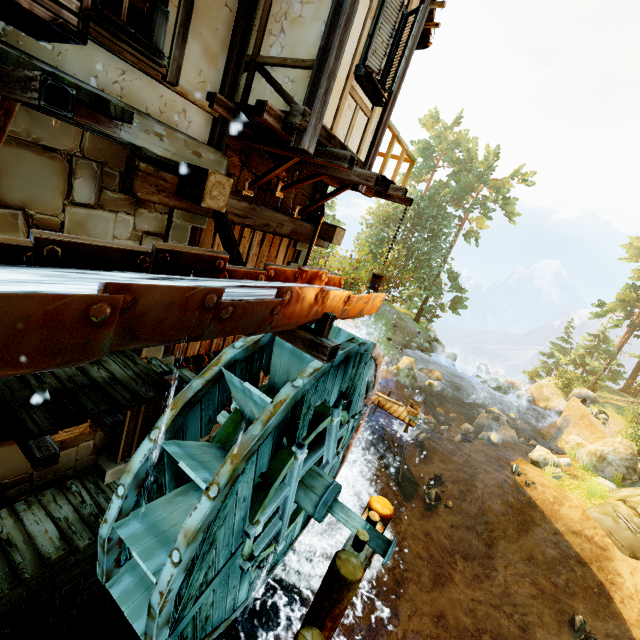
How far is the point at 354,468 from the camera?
14.94m

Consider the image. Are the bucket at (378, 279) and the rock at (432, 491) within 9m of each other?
no

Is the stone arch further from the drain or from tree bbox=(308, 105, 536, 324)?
tree bbox=(308, 105, 536, 324)

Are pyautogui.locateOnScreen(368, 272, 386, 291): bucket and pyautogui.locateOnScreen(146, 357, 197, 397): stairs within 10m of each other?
yes

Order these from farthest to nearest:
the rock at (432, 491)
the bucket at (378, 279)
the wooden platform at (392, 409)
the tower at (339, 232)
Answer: the wooden platform at (392, 409) → the rock at (432, 491) → the bucket at (378, 279) → the tower at (339, 232)

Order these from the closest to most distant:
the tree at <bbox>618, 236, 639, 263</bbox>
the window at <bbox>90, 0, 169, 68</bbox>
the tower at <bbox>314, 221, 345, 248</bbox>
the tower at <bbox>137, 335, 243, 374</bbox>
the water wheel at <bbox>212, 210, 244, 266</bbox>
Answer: the window at <bbox>90, 0, 169, 68</bbox> → the water wheel at <bbox>212, 210, 244, 266</bbox> → the tower at <bbox>137, 335, 243, 374</bbox> → the tower at <bbox>314, 221, 345, 248</bbox> → the tree at <bbox>618, 236, 639, 263</bbox>

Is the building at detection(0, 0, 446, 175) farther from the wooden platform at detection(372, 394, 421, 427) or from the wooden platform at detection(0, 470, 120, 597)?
the wooden platform at detection(372, 394, 421, 427)

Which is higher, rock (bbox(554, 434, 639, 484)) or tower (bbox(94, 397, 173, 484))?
tower (bbox(94, 397, 173, 484))
